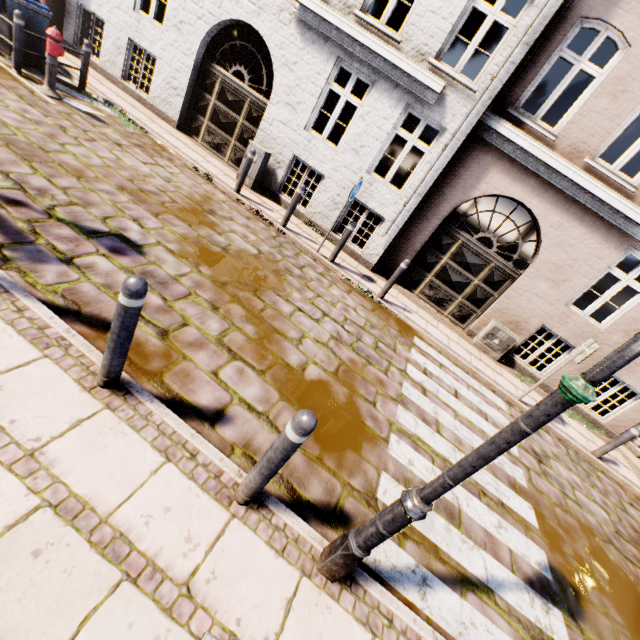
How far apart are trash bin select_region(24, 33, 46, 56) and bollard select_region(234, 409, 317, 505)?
10.41m

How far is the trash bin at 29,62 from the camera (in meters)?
7.31

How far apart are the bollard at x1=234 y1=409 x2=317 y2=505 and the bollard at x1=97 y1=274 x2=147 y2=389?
1.3 meters

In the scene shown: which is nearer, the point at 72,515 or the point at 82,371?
the point at 72,515

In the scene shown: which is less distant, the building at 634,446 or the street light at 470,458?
the street light at 470,458

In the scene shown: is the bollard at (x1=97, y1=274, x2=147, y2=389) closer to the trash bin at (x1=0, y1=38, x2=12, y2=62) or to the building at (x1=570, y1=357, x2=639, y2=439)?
the building at (x1=570, y1=357, x2=639, y2=439)

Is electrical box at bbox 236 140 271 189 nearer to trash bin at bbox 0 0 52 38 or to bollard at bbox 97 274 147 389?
trash bin at bbox 0 0 52 38

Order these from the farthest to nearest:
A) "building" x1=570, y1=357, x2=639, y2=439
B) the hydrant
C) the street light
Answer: "building" x1=570, y1=357, x2=639, y2=439
the hydrant
the street light
